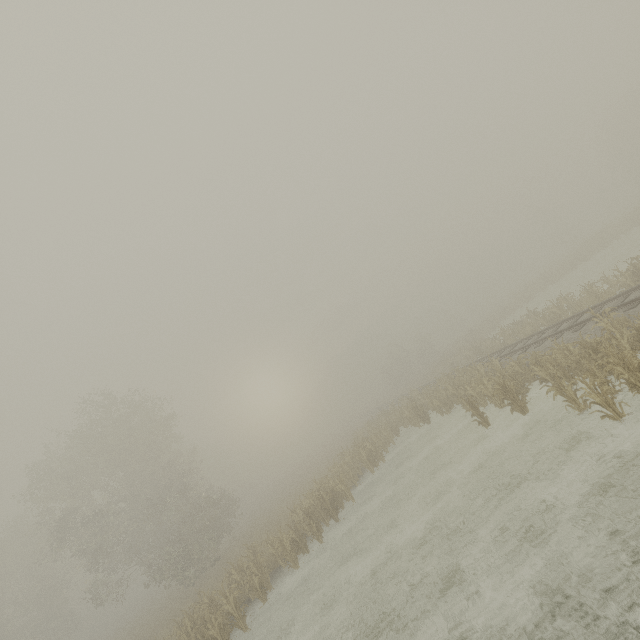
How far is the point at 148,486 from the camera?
31.5m
